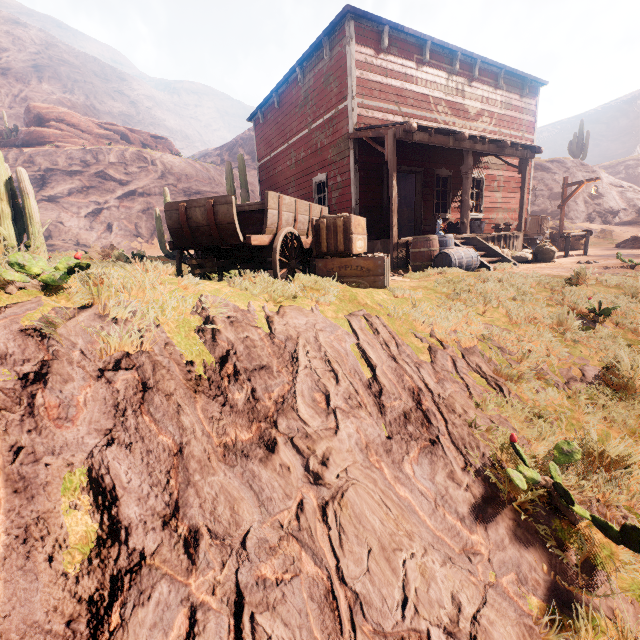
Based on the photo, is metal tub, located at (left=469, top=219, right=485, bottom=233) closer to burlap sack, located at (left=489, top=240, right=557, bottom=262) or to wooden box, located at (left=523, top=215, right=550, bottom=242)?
burlap sack, located at (left=489, top=240, right=557, bottom=262)

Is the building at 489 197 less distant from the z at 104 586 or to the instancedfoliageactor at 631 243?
the z at 104 586

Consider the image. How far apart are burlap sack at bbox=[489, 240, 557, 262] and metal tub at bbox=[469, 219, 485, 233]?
1.2m

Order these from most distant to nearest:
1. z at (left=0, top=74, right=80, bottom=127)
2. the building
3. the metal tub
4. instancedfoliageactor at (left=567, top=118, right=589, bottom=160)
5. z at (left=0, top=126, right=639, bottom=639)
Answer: z at (left=0, top=74, right=80, bottom=127) < instancedfoliageactor at (left=567, top=118, right=589, bottom=160) < the metal tub < the building < z at (left=0, top=126, right=639, bottom=639)

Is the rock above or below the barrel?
above

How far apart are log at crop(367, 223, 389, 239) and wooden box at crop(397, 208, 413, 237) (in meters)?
9.09

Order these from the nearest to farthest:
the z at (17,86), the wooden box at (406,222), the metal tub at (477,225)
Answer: the metal tub at (477,225), the wooden box at (406,222), the z at (17,86)

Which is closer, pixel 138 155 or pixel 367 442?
pixel 367 442
